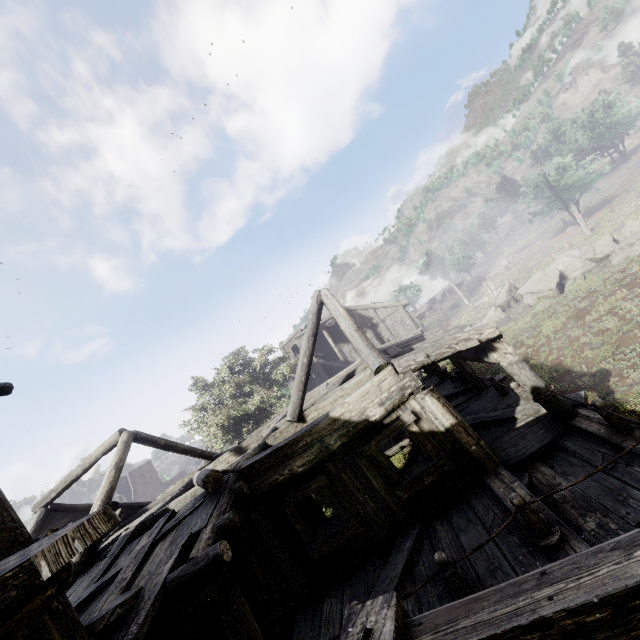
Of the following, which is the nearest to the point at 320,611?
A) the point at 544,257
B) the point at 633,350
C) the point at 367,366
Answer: the point at 367,366

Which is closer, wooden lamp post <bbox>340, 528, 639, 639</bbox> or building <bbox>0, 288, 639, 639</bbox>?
wooden lamp post <bbox>340, 528, 639, 639</bbox>

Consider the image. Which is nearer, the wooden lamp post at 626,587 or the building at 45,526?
the wooden lamp post at 626,587
